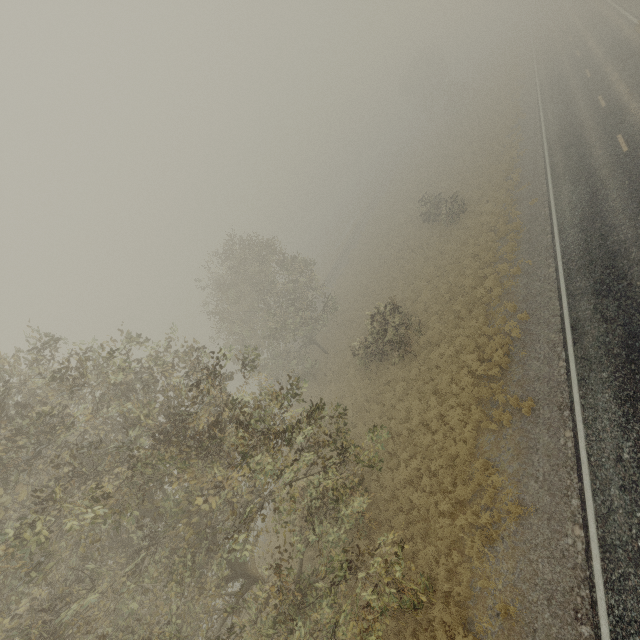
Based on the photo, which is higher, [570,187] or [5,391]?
[5,391]
